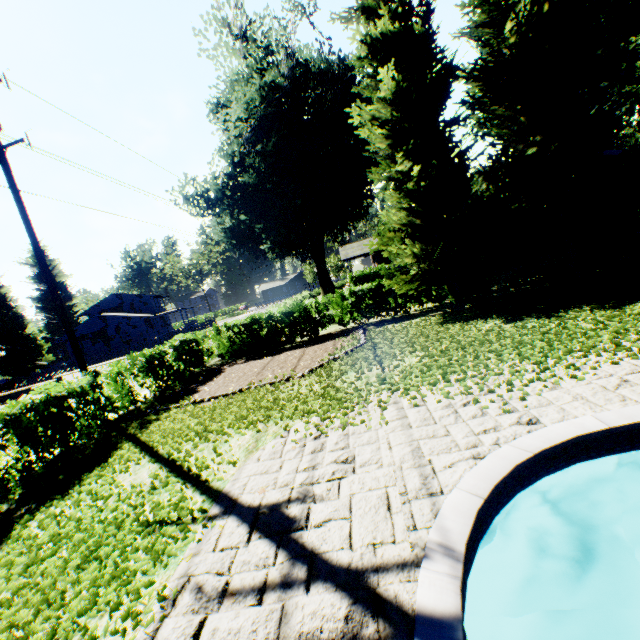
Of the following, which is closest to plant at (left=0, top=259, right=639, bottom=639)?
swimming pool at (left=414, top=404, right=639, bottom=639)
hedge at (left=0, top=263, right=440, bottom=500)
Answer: hedge at (left=0, top=263, right=440, bottom=500)

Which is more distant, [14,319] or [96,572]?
[14,319]

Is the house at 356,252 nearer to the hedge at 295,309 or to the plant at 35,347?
the plant at 35,347

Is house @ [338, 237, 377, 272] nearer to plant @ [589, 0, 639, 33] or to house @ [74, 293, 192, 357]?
plant @ [589, 0, 639, 33]

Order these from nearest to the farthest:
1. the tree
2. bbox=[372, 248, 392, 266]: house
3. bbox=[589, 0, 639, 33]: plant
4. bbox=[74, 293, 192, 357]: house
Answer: the tree < bbox=[589, 0, 639, 33]: plant < bbox=[74, 293, 192, 357]: house < bbox=[372, 248, 392, 266]: house

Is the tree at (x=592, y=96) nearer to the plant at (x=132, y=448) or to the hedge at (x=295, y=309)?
the hedge at (x=295, y=309)

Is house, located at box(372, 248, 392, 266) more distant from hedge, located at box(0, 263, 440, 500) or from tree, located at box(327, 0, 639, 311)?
tree, located at box(327, 0, 639, 311)

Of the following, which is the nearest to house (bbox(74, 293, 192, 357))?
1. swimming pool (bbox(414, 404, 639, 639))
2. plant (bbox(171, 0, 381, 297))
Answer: plant (bbox(171, 0, 381, 297))
